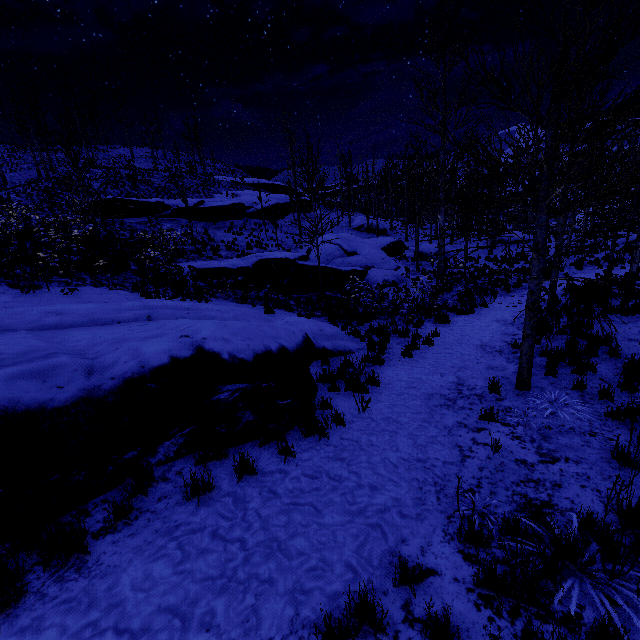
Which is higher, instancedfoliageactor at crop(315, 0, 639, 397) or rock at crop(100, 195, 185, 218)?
rock at crop(100, 195, 185, 218)

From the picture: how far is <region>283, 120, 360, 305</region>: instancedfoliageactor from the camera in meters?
12.5

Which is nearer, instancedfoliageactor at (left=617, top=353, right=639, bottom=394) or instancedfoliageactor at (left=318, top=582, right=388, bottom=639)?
instancedfoliageactor at (left=318, top=582, right=388, bottom=639)

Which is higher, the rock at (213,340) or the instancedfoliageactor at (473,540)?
the rock at (213,340)

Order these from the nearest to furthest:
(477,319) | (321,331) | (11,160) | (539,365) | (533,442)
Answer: (533,442) < (539,365) < (321,331) < (477,319) < (11,160)

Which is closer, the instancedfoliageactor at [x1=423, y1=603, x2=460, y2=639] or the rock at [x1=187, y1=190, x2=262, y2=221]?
the instancedfoliageactor at [x1=423, y1=603, x2=460, y2=639]

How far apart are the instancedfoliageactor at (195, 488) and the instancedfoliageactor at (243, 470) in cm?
31

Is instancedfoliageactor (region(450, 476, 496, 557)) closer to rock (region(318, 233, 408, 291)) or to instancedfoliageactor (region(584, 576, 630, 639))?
instancedfoliageactor (region(584, 576, 630, 639))
